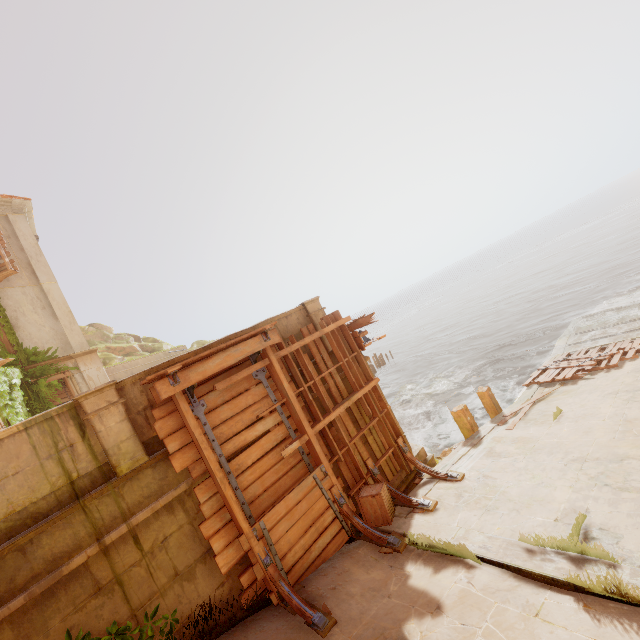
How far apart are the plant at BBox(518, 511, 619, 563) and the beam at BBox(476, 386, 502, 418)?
6.33m

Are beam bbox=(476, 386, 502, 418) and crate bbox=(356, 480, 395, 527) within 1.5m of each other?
no

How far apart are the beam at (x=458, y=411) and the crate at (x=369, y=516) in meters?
4.2

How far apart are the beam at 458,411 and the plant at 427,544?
5.07m

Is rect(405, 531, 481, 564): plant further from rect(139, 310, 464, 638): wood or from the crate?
the crate

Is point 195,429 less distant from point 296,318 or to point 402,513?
point 296,318

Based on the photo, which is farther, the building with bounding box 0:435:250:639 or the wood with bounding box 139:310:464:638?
the wood with bounding box 139:310:464:638

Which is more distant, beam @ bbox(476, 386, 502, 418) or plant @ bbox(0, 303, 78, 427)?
plant @ bbox(0, 303, 78, 427)
